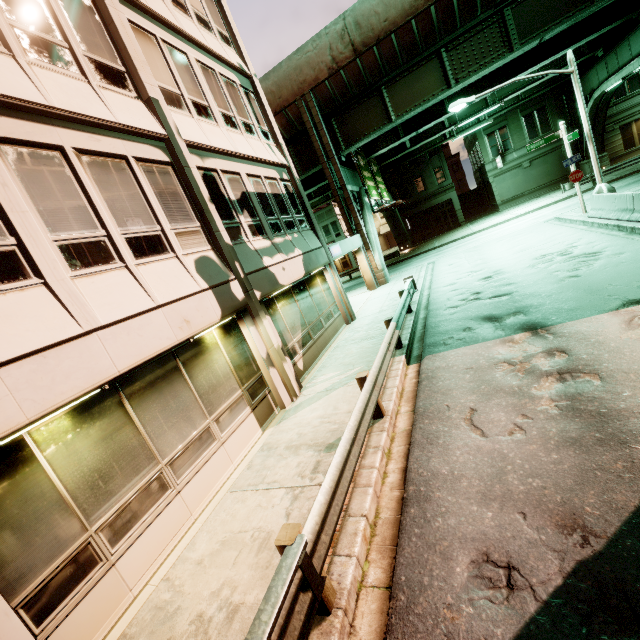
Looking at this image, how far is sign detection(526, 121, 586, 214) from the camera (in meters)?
15.91

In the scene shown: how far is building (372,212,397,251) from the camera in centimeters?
5141cm

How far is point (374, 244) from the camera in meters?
21.7 m

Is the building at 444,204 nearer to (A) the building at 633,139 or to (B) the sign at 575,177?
(A) the building at 633,139

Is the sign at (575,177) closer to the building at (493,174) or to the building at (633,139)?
the building at (493,174)

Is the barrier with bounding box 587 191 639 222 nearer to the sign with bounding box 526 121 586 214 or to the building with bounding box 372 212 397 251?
the sign with bounding box 526 121 586 214

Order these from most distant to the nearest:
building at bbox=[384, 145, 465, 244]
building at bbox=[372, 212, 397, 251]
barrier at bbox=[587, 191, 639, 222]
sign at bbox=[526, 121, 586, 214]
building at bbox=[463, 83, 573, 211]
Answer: building at bbox=[372, 212, 397, 251] → building at bbox=[384, 145, 465, 244] → building at bbox=[463, 83, 573, 211] → sign at bbox=[526, 121, 586, 214] → barrier at bbox=[587, 191, 639, 222]
